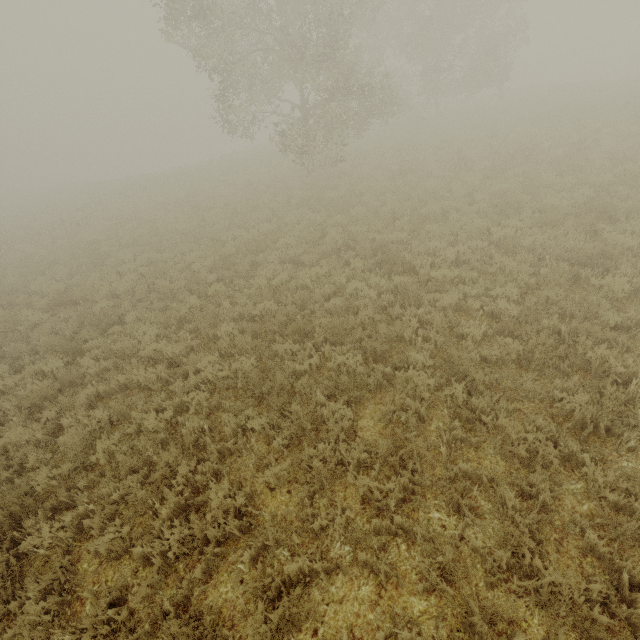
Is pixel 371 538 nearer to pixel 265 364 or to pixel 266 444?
pixel 266 444
